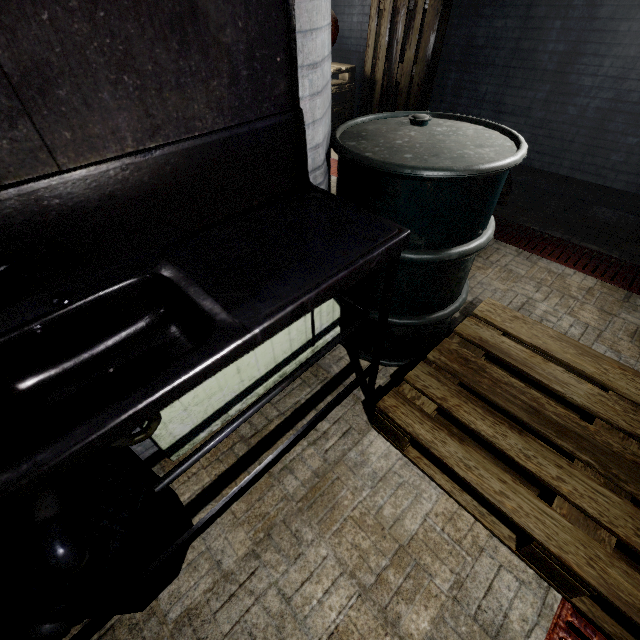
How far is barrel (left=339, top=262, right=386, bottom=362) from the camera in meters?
1.4

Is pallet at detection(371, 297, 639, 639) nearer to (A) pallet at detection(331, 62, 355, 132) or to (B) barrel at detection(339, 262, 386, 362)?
(B) barrel at detection(339, 262, 386, 362)

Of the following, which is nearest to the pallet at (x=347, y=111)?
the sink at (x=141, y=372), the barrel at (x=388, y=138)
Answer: the barrel at (x=388, y=138)

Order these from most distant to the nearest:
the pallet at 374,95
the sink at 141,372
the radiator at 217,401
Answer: the pallet at 374,95, the radiator at 217,401, the sink at 141,372

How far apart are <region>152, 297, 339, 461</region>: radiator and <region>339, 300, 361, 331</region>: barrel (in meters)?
0.02

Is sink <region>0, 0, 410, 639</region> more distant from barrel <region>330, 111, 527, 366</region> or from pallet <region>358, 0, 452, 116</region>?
pallet <region>358, 0, 452, 116</region>

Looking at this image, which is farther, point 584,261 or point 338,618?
point 584,261

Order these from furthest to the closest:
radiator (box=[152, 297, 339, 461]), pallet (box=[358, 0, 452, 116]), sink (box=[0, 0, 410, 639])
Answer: pallet (box=[358, 0, 452, 116]), radiator (box=[152, 297, 339, 461]), sink (box=[0, 0, 410, 639])
